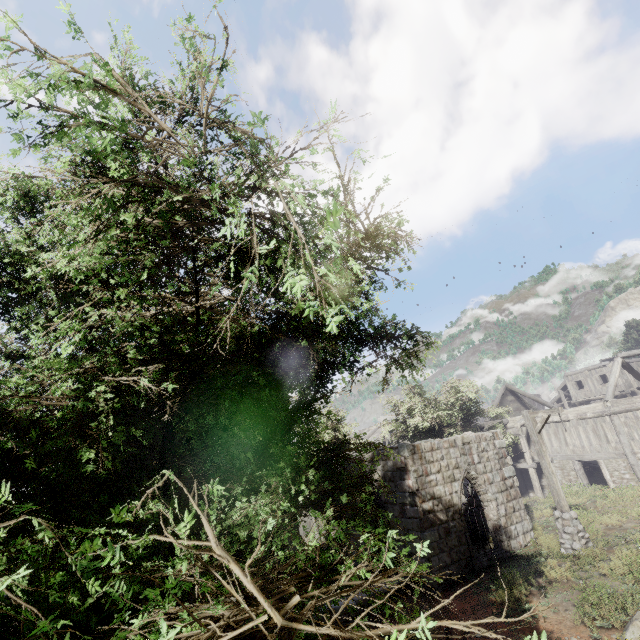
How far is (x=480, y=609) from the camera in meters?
9.5

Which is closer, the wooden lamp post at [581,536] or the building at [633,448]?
the wooden lamp post at [581,536]

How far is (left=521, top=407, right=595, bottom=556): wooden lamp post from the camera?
10.9m

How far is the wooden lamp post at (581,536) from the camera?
10.9 meters

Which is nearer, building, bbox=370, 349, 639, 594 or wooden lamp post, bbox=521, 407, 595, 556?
wooden lamp post, bbox=521, 407, 595, 556
